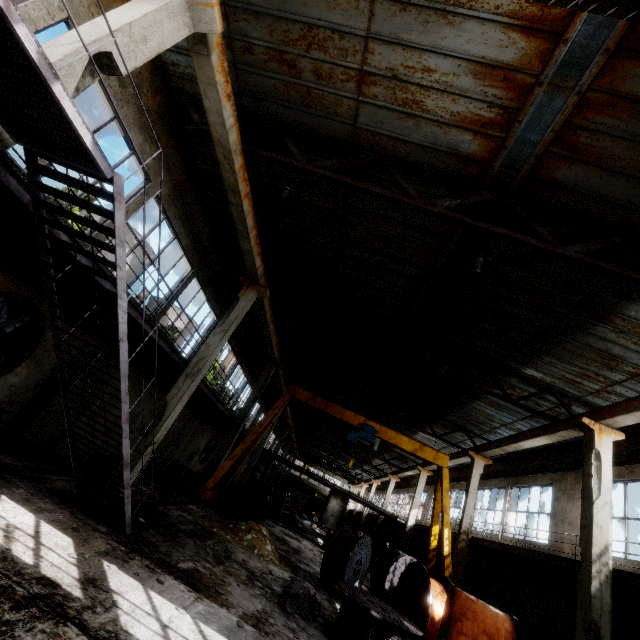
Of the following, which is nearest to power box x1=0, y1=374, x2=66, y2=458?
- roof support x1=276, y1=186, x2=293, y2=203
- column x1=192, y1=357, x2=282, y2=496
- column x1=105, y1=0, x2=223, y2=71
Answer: column x1=105, y1=0, x2=223, y2=71

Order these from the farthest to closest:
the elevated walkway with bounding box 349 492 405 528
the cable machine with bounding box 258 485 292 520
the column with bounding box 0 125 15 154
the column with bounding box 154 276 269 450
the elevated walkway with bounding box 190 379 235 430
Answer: the elevated walkway with bounding box 349 492 405 528 → the cable machine with bounding box 258 485 292 520 → the elevated walkway with bounding box 190 379 235 430 → the column with bounding box 154 276 269 450 → the column with bounding box 0 125 15 154

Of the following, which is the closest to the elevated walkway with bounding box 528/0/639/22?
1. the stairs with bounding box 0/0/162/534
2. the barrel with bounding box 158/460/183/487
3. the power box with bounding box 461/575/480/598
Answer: the stairs with bounding box 0/0/162/534

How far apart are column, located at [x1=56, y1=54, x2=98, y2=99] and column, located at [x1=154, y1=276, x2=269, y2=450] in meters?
7.5

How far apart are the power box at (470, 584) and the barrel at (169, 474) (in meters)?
16.33

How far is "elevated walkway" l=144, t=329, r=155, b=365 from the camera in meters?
8.5 m

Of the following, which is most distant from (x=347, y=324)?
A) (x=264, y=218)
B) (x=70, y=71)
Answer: (x=70, y=71)

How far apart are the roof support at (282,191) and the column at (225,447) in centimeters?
1285cm
